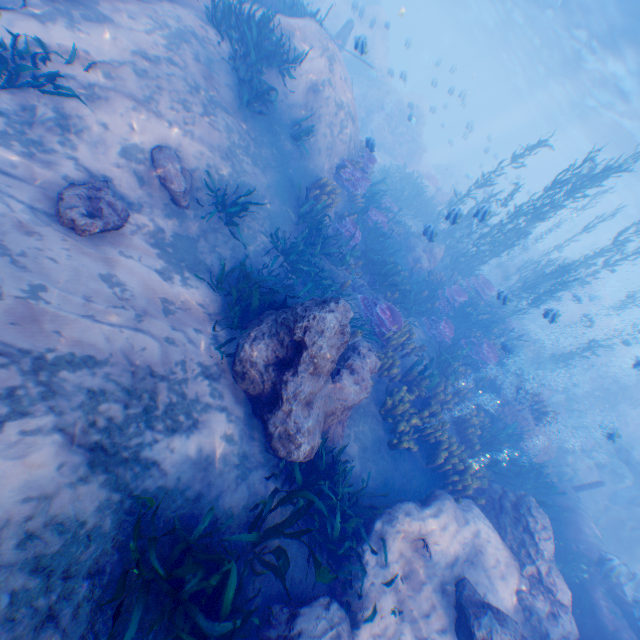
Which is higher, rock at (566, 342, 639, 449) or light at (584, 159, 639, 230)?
light at (584, 159, 639, 230)

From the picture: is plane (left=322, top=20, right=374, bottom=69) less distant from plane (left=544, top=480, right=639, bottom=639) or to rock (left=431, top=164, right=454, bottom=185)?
plane (left=544, top=480, right=639, bottom=639)

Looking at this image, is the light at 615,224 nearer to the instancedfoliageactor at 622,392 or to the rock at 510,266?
the rock at 510,266

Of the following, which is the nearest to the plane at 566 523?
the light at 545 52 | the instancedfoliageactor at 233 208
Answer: the light at 545 52

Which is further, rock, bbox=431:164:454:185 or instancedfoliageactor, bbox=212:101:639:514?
rock, bbox=431:164:454:185

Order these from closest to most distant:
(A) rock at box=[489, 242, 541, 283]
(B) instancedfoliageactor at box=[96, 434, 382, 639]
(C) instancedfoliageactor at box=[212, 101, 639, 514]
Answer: (B) instancedfoliageactor at box=[96, 434, 382, 639] → (C) instancedfoliageactor at box=[212, 101, 639, 514] → (A) rock at box=[489, 242, 541, 283]

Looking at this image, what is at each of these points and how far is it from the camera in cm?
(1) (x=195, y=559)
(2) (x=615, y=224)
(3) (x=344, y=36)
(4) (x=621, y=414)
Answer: (1) instancedfoliageactor, 352
(2) light, 5603
(3) plane, 1795
(4) rock, 1925

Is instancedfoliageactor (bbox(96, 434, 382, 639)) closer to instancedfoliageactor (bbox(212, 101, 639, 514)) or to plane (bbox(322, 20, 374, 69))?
instancedfoliageactor (bbox(212, 101, 639, 514))
